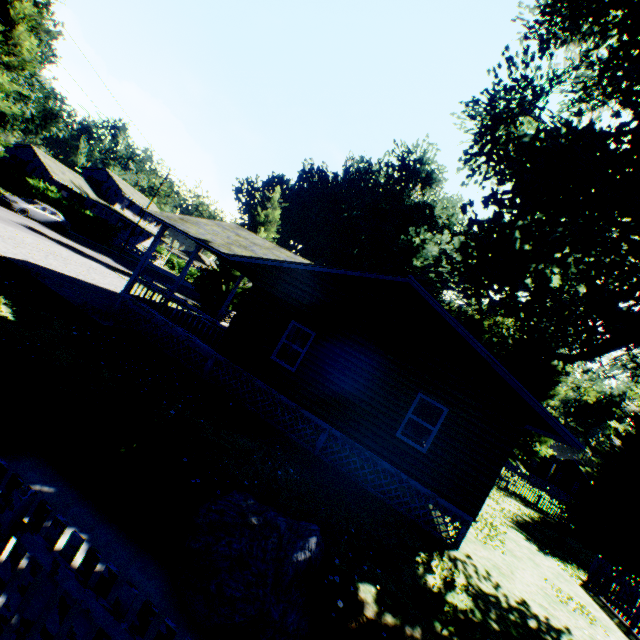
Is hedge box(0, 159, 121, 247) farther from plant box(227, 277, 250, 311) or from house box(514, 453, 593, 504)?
house box(514, 453, 593, 504)

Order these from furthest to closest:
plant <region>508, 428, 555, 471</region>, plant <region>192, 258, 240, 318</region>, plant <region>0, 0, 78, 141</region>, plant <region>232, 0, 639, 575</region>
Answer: plant <region>508, 428, 555, 471</region> → plant <region>192, 258, 240, 318</region> → plant <region>0, 0, 78, 141</region> → plant <region>232, 0, 639, 575</region>

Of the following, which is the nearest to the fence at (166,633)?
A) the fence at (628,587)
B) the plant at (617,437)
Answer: the plant at (617,437)

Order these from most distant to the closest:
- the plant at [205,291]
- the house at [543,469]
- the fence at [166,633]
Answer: the house at [543,469]
the plant at [205,291]
the fence at [166,633]

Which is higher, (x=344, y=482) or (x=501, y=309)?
(x=501, y=309)

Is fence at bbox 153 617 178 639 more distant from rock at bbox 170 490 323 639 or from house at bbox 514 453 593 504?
house at bbox 514 453 593 504

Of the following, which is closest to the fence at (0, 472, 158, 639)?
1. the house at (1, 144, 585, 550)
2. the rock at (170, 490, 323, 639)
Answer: the rock at (170, 490, 323, 639)

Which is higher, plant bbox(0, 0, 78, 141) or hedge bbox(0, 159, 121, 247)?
plant bbox(0, 0, 78, 141)
